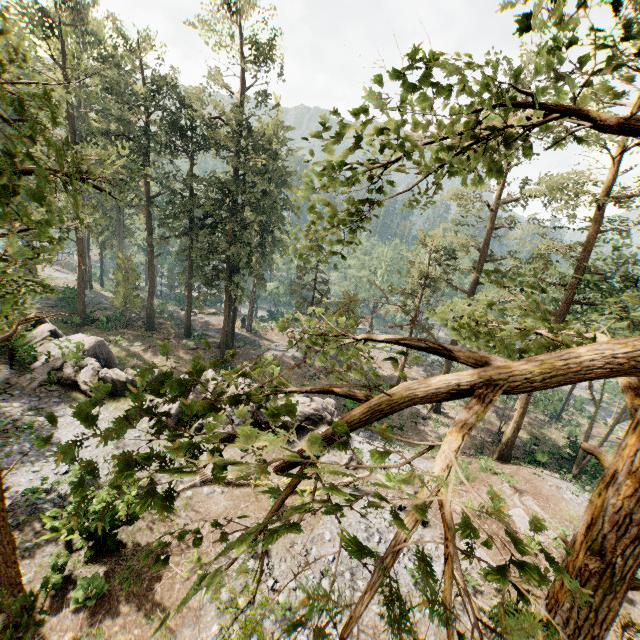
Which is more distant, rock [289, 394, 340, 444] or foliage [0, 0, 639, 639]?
rock [289, 394, 340, 444]

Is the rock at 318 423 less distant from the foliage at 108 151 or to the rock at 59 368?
the rock at 59 368

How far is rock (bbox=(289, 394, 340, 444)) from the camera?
19.4m

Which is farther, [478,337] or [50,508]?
[50,508]

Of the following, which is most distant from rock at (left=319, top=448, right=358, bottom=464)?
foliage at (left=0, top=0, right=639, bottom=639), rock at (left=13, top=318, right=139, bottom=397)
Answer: foliage at (left=0, top=0, right=639, bottom=639)

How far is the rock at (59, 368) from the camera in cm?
1923
